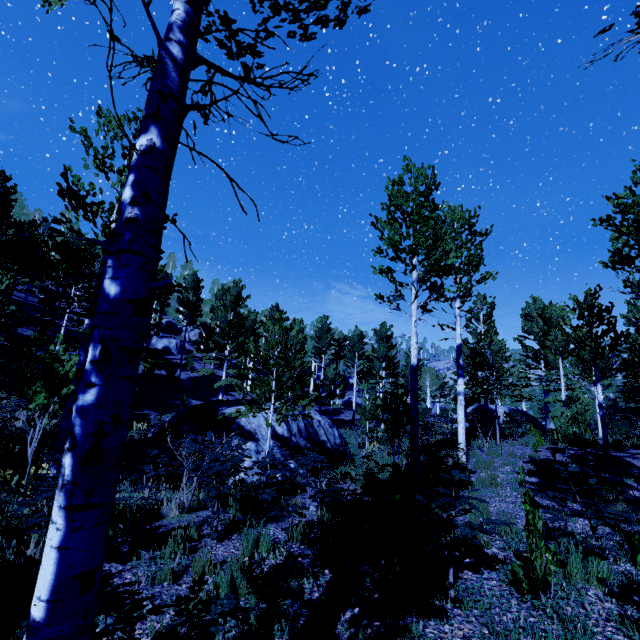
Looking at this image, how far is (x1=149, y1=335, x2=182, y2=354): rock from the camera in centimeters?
3694cm

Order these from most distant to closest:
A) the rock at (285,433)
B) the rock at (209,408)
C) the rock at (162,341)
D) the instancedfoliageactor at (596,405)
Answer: the rock at (162,341) → the rock at (285,433) → the rock at (209,408) → the instancedfoliageactor at (596,405)

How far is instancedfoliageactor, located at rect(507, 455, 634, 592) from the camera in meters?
3.3

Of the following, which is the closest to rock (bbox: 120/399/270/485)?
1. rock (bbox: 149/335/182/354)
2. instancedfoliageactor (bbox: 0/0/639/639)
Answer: instancedfoliageactor (bbox: 0/0/639/639)

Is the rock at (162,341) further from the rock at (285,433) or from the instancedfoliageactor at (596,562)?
the rock at (285,433)

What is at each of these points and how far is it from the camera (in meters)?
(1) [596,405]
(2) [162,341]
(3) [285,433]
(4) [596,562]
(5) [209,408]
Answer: (1) instancedfoliageactor, 20.23
(2) rock, 37.38
(3) rock, 12.37
(4) instancedfoliageactor, 3.89
(5) rock, 12.45

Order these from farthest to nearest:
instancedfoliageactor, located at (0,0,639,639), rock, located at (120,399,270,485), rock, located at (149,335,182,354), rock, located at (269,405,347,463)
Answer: rock, located at (149,335,182,354) < rock, located at (269,405,347,463) < rock, located at (120,399,270,485) < instancedfoliageactor, located at (0,0,639,639)

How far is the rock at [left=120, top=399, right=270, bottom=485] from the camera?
10.4m
